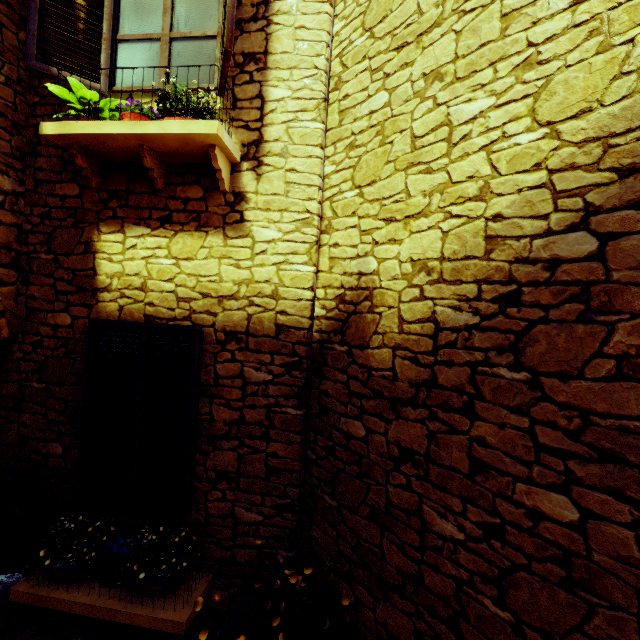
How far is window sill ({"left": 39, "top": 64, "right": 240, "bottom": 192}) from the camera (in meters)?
2.47

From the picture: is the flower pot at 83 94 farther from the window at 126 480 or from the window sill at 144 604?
the window sill at 144 604

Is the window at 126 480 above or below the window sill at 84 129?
below

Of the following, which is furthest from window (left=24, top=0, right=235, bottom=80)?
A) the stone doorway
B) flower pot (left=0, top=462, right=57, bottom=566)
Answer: flower pot (left=0, top=462, right=57, bottom=566)

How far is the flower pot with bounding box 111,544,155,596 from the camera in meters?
2.5 m

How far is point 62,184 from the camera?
3.1m

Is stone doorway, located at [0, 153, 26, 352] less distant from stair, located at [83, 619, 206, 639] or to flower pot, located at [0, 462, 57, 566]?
flower pot, located at [0, 462, 57, 566]

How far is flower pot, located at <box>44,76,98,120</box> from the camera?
2.5m
